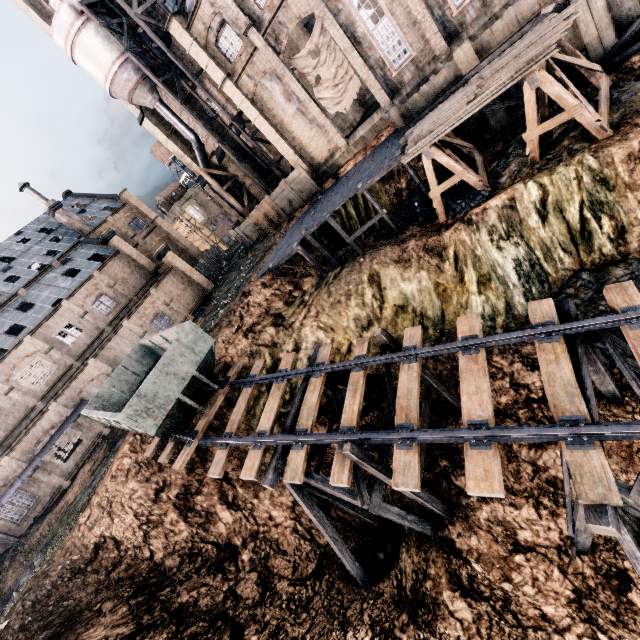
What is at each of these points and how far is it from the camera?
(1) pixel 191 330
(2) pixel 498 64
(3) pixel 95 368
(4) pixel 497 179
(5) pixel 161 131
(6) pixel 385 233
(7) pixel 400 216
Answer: (1) rail car container, 15.4m
(2) wood pile, 14.0m
(3) building, 29.2m
(4) stone debris, 17.0m
(5) building, 36.0m
(6) stone debris, 23.4m
(7) stone debris, 23.2m

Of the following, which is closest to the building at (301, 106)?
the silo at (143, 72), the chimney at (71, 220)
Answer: the silo at (143, 72)

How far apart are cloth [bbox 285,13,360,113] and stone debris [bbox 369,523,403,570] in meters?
27.4 m

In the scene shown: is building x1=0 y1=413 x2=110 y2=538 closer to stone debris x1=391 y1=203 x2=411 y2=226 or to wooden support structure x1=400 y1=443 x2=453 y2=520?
stone debris x1=391 y1=203 x2=411 y2=226

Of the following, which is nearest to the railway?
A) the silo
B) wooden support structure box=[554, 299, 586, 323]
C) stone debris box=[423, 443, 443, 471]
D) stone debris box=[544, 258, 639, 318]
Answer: wooden support structure box=[554, 299, 586, 323]

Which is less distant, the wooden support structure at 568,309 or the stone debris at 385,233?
the wooden support structure at 568,309

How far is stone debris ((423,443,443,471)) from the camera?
13.4m

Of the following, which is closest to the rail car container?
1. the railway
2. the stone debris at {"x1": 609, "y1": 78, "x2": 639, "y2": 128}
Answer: the railway
